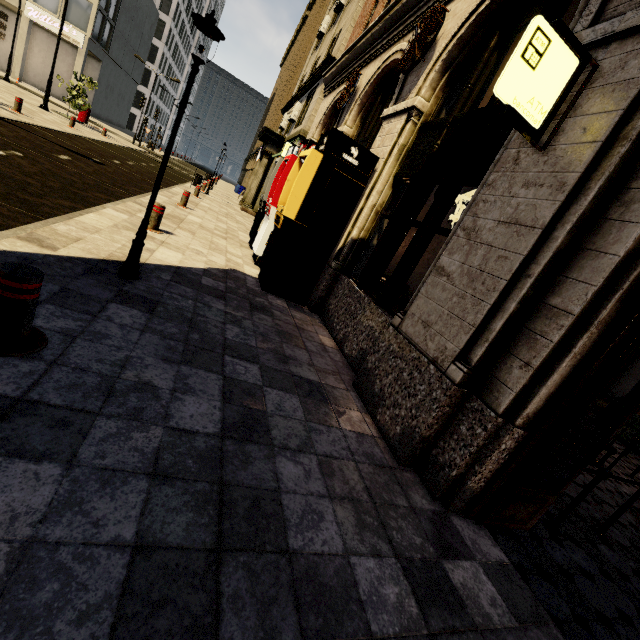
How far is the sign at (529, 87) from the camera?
2.5m

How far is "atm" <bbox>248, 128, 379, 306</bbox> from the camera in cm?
584

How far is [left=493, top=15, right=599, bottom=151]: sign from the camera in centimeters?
254cm

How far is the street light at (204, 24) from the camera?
3.2m

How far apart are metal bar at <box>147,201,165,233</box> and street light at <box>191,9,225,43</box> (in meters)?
2.69

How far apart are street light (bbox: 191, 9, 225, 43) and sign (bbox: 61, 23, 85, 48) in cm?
4423

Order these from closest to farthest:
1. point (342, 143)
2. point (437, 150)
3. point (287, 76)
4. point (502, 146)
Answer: point (502, 146), point (437, 150), point (342, 143), point (287, 76)

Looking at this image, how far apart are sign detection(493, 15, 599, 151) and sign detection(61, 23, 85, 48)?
46.9m
